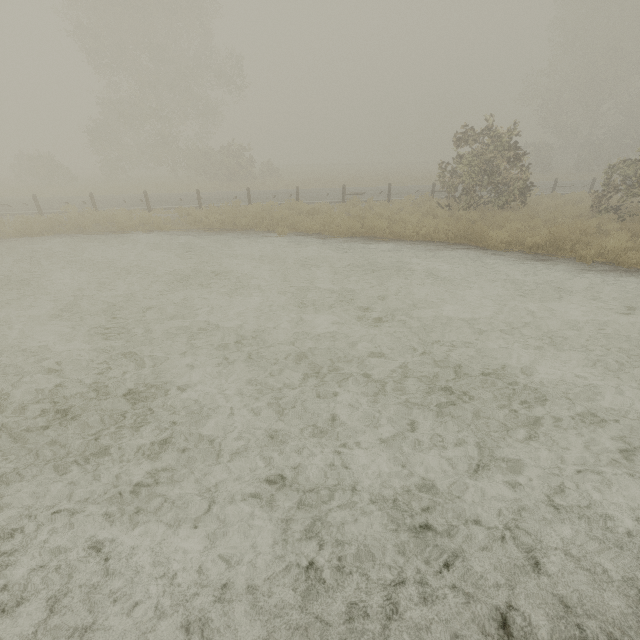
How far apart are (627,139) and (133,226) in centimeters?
4661cm
